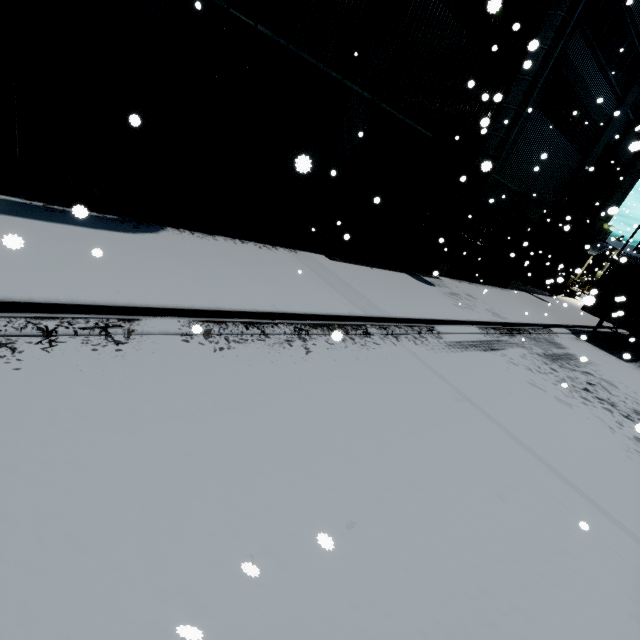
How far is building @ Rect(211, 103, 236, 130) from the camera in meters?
7.8

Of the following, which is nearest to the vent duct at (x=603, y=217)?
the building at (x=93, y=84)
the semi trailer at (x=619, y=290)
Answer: the building at (x=93, y=84)

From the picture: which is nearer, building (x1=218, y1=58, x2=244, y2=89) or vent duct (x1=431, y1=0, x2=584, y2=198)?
building (x1=218, y1=58, x2=244, y2=89)

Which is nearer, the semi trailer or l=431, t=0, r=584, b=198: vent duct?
l=431, t=0, r=584, b=198: vent duct

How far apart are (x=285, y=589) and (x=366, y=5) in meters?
11.9 m

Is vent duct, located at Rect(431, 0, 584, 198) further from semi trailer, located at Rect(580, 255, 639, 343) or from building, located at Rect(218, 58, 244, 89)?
semi trailer, located at Rect(580, 255, 639, 343)

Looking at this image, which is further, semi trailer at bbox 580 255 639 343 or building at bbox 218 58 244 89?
semi trailer at bbox 580 255 639 343

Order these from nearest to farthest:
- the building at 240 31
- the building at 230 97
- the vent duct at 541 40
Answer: the building at 240 31 → the building at 230 97 → the vent duct at 541 40
